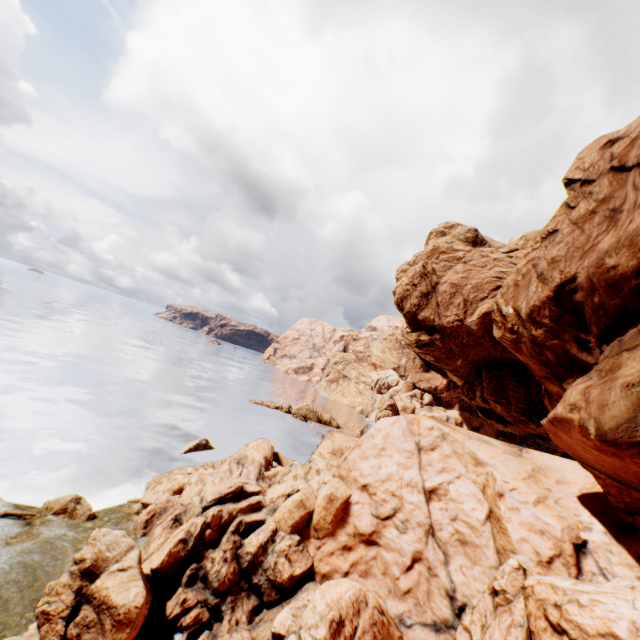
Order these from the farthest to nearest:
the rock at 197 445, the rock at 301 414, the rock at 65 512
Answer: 1. the rock at 301 414
2. the rock at 197 445
3. the rock at 65 512

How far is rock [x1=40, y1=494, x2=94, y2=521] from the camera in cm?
1658

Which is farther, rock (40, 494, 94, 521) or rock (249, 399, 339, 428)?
rock (249, 399, 339, 428)

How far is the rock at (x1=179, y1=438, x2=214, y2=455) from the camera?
29.1 meters

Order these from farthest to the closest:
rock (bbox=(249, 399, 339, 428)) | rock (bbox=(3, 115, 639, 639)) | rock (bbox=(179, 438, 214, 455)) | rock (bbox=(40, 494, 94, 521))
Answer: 1. rock (bbox=(249, 399, 339, 428))
2. rock (bbox=(179, 438, 214, 455))
3. rock (bbox=(40, 494, 94, 521))
4. rock (bbox=(3, 115, 639, 639))

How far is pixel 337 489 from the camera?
14.25m

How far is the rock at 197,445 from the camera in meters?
29.1 m
